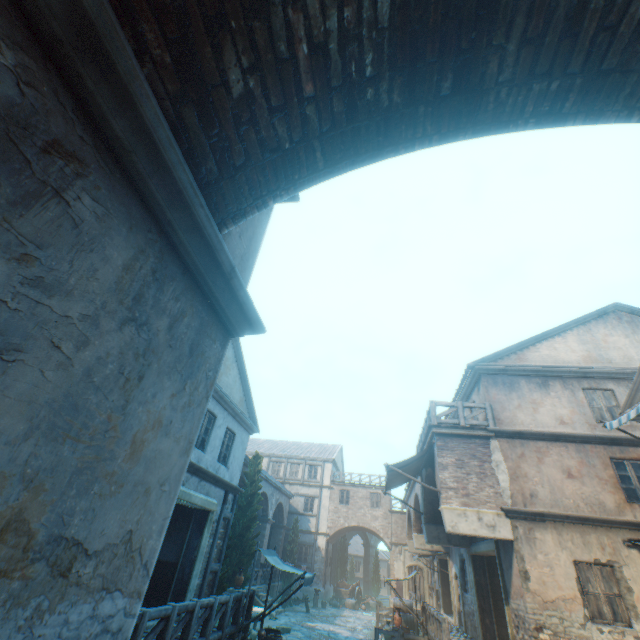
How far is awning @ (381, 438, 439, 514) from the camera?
11.4m

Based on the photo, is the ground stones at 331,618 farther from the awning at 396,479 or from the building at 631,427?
the awning at 396,479

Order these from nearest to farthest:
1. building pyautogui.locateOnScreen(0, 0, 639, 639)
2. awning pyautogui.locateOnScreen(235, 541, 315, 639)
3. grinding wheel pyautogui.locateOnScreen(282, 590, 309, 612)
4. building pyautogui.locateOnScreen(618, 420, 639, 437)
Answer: building pyautogui.locateOnScreen(0, 0, 639, 639) < awning pyautogui.locateOnScreen(235, 541, 315, 639) < building pyautogui.locateOnScreen(618, 420, 639, 437) < grinding wheel pyautogui.locateOnScreen(282, 590, 309, 612)

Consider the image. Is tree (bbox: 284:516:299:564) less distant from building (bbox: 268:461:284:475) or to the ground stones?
building (bbox: 268:461:284:475)

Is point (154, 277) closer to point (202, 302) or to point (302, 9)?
point (202, 302)

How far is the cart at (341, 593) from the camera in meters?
27.8 m

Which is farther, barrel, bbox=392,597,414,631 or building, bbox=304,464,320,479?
building, bbox=304,464,320,479

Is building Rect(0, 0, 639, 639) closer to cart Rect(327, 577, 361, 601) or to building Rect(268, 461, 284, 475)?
building Rect(268, 461, 284, 475)
